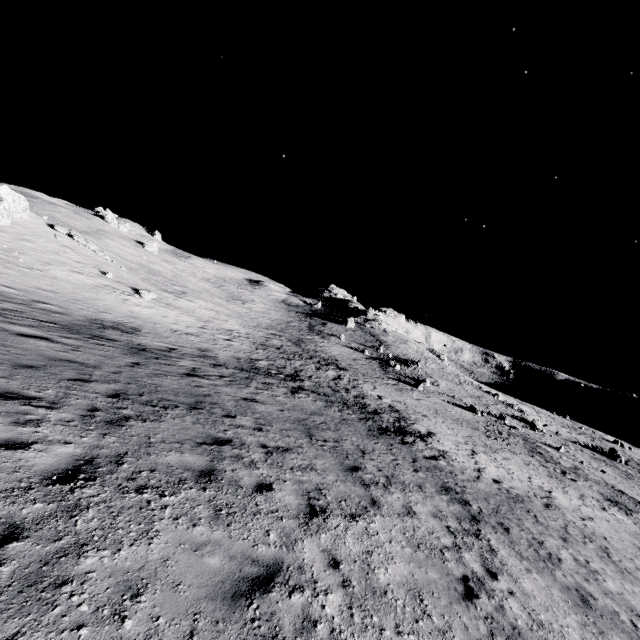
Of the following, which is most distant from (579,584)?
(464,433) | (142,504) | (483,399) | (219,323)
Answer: (483,399)
